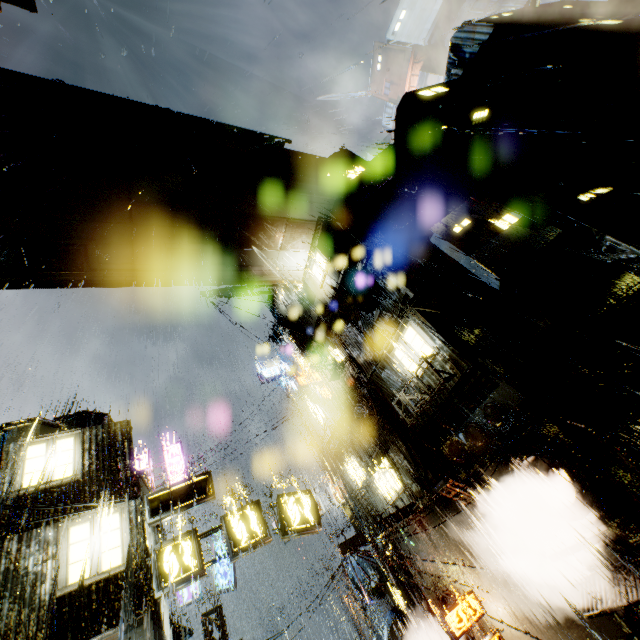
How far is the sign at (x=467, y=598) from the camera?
13.11m

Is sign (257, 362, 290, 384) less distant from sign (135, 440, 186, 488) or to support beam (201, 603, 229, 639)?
sign (135, 440, 186, 488)

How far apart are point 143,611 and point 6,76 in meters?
22.0

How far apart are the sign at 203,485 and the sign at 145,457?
10.21m

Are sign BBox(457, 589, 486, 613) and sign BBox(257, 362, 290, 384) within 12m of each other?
no

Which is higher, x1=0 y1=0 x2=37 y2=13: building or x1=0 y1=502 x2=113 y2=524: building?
x1=0 y1=0 x2=37 y2=13: building

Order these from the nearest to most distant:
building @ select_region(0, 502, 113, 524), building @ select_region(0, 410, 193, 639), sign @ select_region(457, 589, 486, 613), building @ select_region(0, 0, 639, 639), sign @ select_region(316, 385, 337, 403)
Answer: building @ select_region(0, 410, 193, 639)
building @ select_region(0, 502, 113, 524)
building @ select_region(0, 0, 639, 639)
sign @ select_region(457, 589, 486, 613)
sign @ select_region(316, 385, 337, 403)
